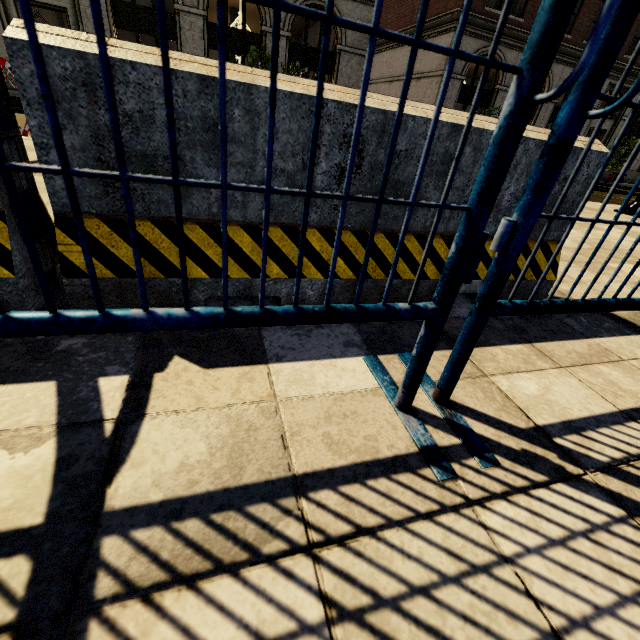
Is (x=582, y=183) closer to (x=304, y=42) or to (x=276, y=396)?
(x=276, y=396)

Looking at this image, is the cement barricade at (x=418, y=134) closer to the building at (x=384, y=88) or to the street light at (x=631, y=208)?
the street light at (x=631, y=208)

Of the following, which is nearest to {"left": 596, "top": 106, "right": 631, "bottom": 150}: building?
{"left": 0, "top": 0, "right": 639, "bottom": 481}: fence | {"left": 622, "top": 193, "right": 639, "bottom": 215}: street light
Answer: {"left": 622, "top": 193, "right": 639, "bottom": 215}: street light

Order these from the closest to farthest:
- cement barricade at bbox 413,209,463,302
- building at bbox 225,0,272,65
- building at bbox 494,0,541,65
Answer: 1. cement barricade at bbox 413,209,463,302
2. building at bbox 225,0,272,65
3. building at bbox 494,0,541,65

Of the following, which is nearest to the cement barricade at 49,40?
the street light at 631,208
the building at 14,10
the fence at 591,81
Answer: the fence at 591,81

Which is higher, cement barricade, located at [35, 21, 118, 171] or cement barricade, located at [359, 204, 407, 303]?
cement barricade, located at [35, 21, 118, 171]

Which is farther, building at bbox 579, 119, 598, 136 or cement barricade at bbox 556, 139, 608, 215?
building at bbox 579, 119, 598, 136

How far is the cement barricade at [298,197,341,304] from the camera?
1.31m
